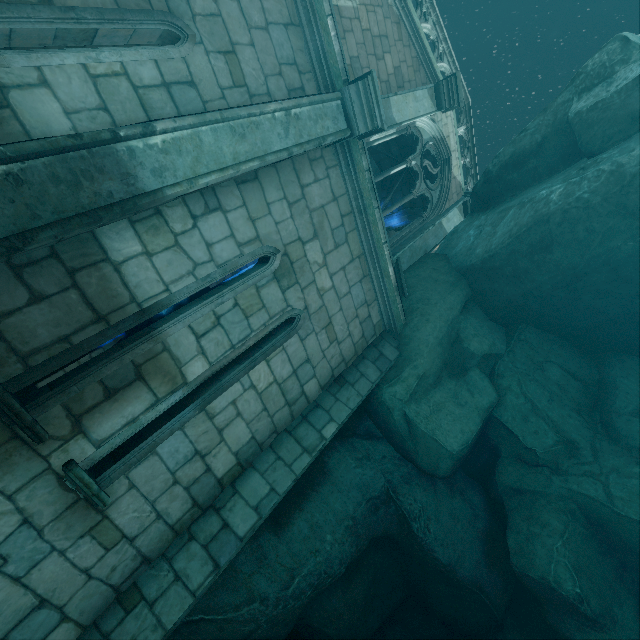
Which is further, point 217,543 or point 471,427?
point 471,427

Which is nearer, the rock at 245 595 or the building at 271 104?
the building at 271 104

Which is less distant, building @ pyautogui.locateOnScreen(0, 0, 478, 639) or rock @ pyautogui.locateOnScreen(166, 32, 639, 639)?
building @ pyautogui.locateOnScreen(0, 0, 478, 639)
